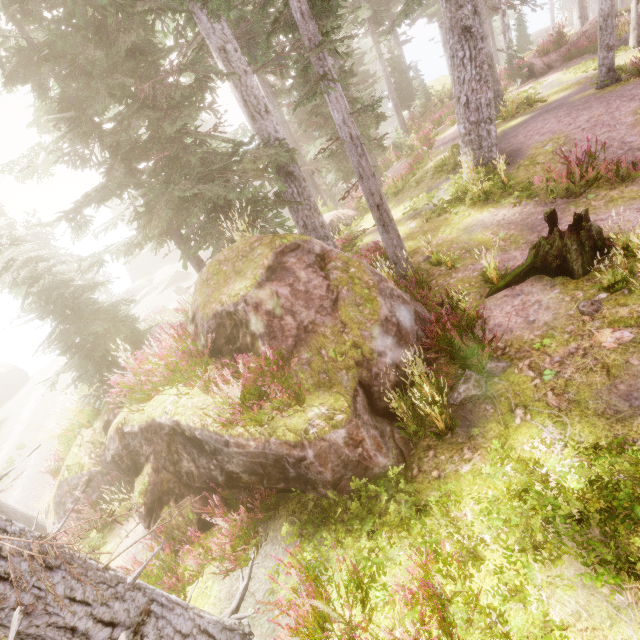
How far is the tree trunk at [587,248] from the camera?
5.8m

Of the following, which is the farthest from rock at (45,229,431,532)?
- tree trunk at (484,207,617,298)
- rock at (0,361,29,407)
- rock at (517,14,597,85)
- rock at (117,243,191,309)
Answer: rock at (117,243,191,309)

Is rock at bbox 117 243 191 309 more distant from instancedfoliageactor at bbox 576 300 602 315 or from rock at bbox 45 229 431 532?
rock at bbox 45 229 431 532

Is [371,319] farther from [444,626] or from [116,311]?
[116,311]

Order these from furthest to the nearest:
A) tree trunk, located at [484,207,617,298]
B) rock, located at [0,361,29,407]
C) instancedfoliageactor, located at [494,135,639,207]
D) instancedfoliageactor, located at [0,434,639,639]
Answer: rock, located at [0,361,29,407]
instancedfoliageactor, located at [494,135,639,207]
tree trunk, located at [484,207,617,298]
instancedfoliageactor, located at [0,434,639,639]

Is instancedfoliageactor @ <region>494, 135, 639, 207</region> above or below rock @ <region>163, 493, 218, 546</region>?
above

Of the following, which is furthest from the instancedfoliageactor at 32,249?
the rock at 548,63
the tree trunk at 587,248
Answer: the tree trunk at 587,248

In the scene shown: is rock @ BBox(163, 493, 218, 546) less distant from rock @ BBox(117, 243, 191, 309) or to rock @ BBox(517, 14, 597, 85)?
rock @ BBox(517, 14, 597, 85)
